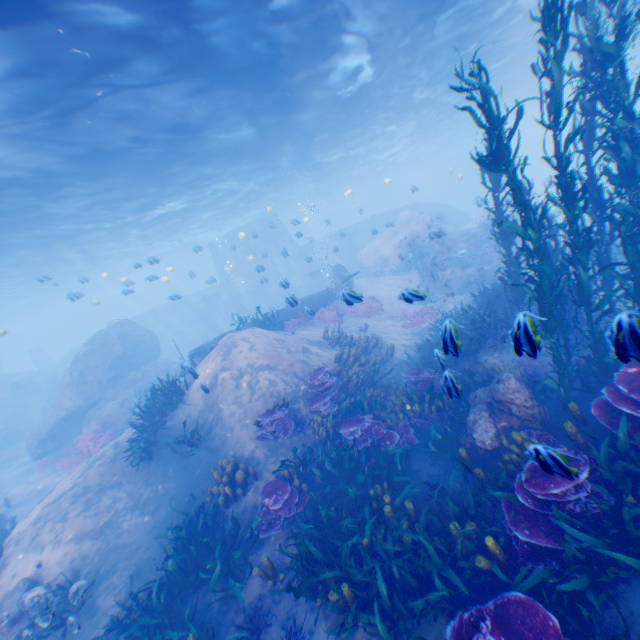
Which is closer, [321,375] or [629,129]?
[629,129]

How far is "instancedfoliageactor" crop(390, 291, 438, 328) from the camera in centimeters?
1695cm

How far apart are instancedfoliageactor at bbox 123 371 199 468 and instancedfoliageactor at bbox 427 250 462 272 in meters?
17.8 m

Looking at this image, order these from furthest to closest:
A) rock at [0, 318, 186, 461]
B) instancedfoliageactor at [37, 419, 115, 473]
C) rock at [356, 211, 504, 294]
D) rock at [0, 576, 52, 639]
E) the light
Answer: rock at [356, 211, 504, 294], rock at [0, 318, 186, 461], instancedfoliageactor at [37, 419, 115, 473], the light, rock at [0, 576, 52, 639]

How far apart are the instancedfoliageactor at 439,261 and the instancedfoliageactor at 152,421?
17.78m

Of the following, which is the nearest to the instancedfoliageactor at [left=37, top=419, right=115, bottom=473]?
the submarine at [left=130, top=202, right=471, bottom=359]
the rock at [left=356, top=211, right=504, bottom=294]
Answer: the rock at [left=356, top=211, right=504, bottom=294]

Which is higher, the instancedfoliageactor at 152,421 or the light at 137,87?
the light at 137,87

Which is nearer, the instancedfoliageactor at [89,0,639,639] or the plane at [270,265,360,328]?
the instancedfoliageactor at [89,0,639,639]
